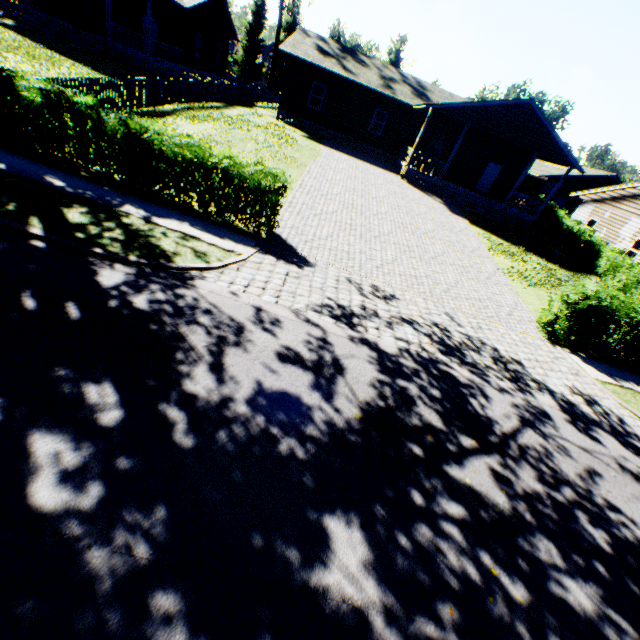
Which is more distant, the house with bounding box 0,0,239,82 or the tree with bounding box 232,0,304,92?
the tree with bounding box 232,0,304,92

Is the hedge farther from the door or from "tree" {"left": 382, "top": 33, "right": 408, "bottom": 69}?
the door

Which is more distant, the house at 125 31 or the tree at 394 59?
the tree at 394 59

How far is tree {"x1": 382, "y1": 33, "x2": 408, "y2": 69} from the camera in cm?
4734

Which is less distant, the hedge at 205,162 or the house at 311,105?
the hedge at 205,162

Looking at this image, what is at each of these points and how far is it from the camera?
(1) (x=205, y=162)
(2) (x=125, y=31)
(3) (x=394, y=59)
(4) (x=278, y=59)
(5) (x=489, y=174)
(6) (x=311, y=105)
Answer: (1) hedge, 8.50m
(2) house, 24.30m
(3) tree, 47.94m
(4) tree, 48.25m
(5) door, 26.03m
(6) house, 32.75m

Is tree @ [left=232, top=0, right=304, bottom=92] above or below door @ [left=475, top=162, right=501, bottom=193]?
above

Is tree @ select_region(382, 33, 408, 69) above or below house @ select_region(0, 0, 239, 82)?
above
